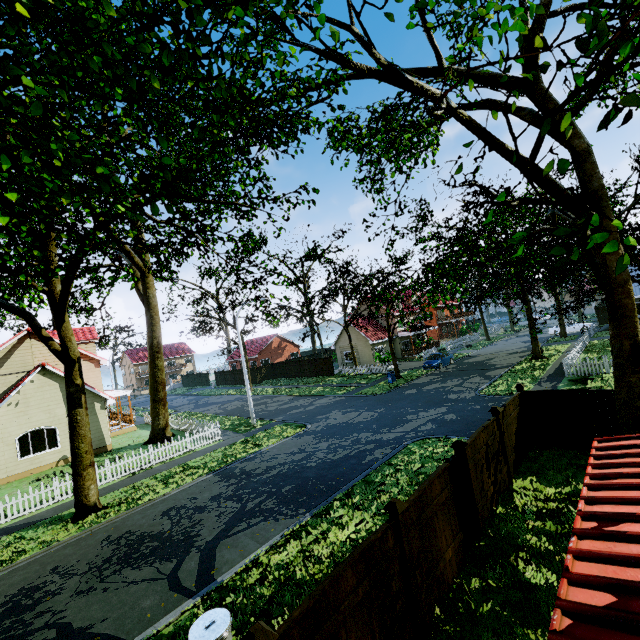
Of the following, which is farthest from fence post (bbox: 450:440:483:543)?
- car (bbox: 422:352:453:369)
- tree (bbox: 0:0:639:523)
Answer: car (bbox: 422:352:453:369)

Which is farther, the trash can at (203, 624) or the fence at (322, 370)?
the fence at (322, 370)

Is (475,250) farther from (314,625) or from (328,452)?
(314,625)

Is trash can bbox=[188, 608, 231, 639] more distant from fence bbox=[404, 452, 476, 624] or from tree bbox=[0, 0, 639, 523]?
tree bbox=[0, 0, 639, 523]

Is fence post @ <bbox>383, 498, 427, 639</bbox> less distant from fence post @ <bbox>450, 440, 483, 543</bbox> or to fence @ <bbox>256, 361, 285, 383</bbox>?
fence @ <bbox>256, 361, 285, 383</bbox>

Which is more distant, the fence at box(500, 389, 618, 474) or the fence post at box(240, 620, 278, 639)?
the fence at box(500, 389, 618, 474)

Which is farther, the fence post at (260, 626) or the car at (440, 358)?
the car at (440, 358)

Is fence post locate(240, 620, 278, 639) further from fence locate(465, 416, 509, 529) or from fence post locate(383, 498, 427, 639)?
fence post locate(383, 498, 427, 639)
